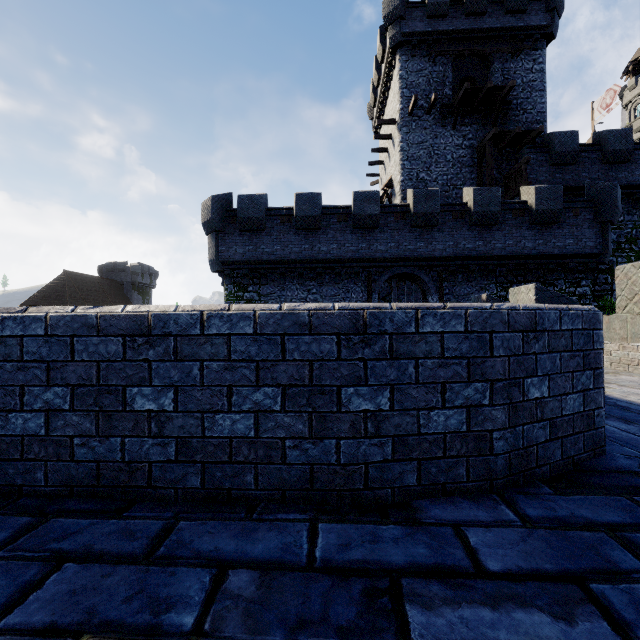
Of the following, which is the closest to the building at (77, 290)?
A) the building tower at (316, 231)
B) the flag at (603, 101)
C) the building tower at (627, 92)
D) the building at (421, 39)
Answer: the building tower at (316, 231)

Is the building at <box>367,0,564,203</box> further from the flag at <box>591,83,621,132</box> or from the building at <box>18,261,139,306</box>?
the building at <box>18,261,139,306</box>

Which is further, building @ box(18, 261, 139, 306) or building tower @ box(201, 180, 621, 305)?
building @ box(18, 261, 139, 306)

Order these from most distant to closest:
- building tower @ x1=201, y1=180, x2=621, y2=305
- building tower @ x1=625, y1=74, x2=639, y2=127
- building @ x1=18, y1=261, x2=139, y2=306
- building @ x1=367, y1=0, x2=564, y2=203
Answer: building tower @ x1=625, y1=74, x2=639, y2=127, building @ x1=18, y1=261, x2=139, y2=306, building @ x1=367, y1=0, x2=564, y2=203, building tower @ x1=201, y1=180, x2=621, y2=305

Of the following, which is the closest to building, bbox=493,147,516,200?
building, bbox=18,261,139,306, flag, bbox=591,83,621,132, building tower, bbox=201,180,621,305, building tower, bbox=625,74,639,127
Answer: building tower, bbox=201,180,621,305

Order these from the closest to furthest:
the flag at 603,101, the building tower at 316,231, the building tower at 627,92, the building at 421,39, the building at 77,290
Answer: the building tower at 316,231 < the building at 421,39 < the flag at 603,101 < the building at 77,290 < the building tower at 627,92

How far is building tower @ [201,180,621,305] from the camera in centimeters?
1620cm

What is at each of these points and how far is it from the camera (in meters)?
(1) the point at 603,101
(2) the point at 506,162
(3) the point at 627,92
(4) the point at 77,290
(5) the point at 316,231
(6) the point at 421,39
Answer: (1) flag, 34.81
(2) building, 21.47
(3) building tower, 59.50
(4) building, 47.97
(5) building tower, 16.95
(6) building, 21.48
